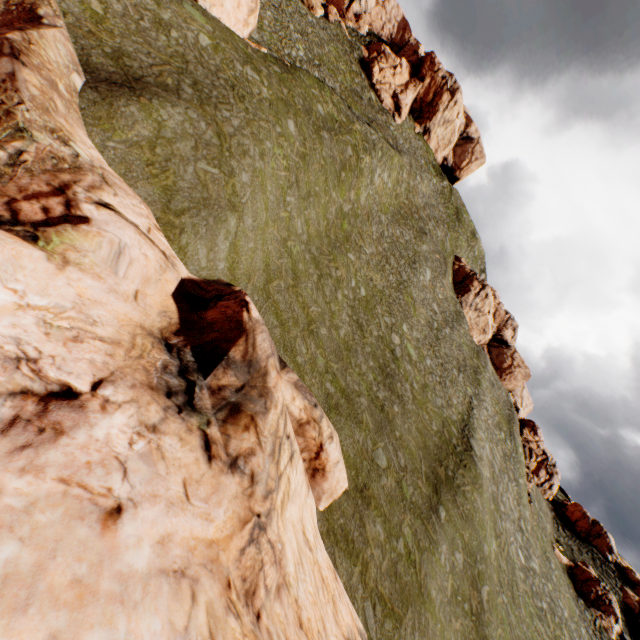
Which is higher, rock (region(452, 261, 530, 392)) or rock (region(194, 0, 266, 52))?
rock (region(452, 261, 530, 392))

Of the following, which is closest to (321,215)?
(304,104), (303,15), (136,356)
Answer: (304,104)

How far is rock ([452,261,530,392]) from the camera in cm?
5394

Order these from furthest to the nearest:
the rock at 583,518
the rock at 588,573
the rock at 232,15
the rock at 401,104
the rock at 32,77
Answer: the rock at 401,104 → the rock at 583,518 → the rock at 588,573 → the rock at 232,15 → the rock at 32,77

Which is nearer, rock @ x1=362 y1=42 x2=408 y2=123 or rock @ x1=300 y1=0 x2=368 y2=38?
rock @ x1=300 y1=0 x2=368 y2=38

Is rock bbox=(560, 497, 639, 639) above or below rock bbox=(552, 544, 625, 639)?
above

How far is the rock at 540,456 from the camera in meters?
46.1 m
